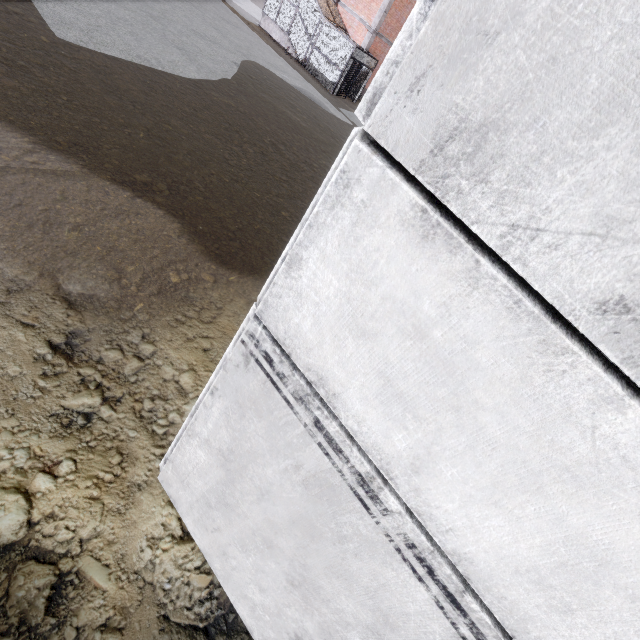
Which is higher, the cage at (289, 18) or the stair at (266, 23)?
the cage at (289, 18)

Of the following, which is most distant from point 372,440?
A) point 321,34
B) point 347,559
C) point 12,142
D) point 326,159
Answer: point 321,34

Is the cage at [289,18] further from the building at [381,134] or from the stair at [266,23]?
the building at [381,134]

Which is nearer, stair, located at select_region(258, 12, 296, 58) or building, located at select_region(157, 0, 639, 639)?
building, located at select_region(157, 0, 639, 639)

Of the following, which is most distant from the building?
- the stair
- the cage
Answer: the stair

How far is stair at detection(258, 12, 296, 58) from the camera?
22.5 meters

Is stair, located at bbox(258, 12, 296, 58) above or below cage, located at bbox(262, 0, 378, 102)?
below

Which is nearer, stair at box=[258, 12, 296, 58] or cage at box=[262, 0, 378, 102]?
cage at box=[262, 0, 378, 102]
